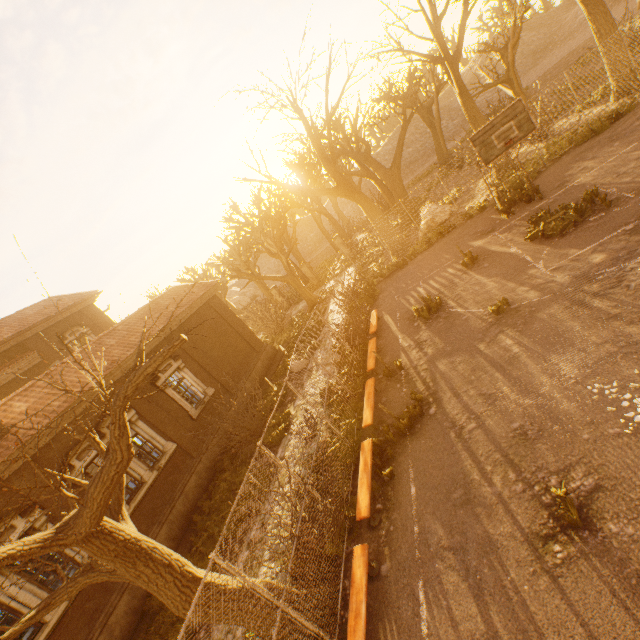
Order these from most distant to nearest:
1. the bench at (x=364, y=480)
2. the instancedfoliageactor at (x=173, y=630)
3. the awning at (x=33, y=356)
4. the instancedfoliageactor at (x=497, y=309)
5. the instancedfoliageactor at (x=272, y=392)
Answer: the awning at (x=33, y=356) → the instancedfoliageactor at (x=272, y=392) → the instancedfoliageactor at (x=497, y=309) → the instancedfoliageactor at (x=173, y=630) → the bench at (x=364, y=480)

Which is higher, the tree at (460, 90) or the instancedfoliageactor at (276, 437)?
the tree at (460, 90)

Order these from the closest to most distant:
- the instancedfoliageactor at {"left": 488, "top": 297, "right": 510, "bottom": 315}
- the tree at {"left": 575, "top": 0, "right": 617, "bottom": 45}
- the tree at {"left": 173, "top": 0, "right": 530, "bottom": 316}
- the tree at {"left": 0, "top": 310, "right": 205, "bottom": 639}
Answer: the tree at {"left": 0, "top": 310, "right": 205, "bottom": 639} → the instancedfoliageactor at {"left": 488, "top": 297, "right": 510, "bottom": 315} → the tree at {"left": 575, "top": 0, "right": 617, "bottom": 45} → the tree at {"left": 173, "top": 0, "right": 530, "bottom": 316}

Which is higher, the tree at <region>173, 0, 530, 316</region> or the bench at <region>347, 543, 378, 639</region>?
the tree at <region>173, 0, 530, 316</region>

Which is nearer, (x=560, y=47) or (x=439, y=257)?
(x=439, y=257)

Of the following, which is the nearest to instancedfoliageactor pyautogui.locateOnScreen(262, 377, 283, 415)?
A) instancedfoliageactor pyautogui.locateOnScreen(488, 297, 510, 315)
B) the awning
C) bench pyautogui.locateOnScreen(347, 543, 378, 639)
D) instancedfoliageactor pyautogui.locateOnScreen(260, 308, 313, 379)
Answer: instancedfoliageactor pyautogui.locateOnScreen(260, 308, 313, 379)

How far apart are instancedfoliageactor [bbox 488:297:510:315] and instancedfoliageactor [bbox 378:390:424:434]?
3.5m

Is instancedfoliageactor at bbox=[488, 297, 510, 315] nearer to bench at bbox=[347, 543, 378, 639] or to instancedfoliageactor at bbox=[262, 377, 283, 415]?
bench at bbox=[347, 543, 378, 639]
